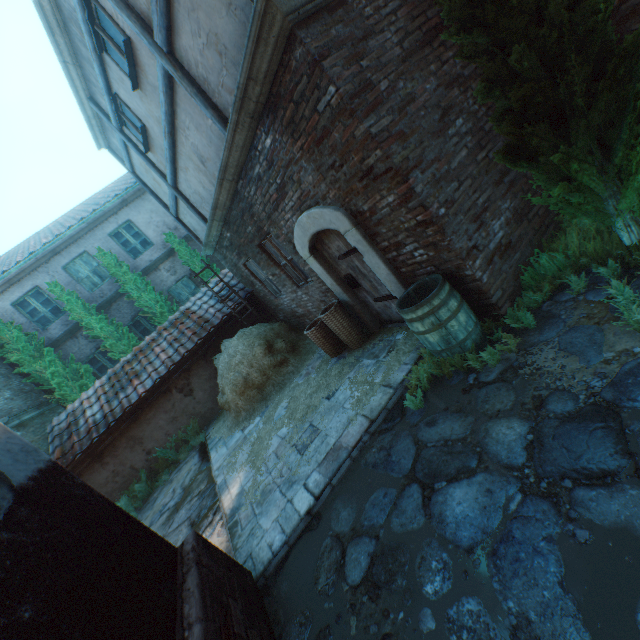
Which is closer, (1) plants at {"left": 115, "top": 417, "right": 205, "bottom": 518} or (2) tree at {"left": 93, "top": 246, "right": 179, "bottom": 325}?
(1) plants at {"left": 115, "top": 417, "right": 205, "bottom": 518}

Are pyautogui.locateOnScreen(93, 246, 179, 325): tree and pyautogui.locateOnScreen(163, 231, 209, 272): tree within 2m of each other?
yes

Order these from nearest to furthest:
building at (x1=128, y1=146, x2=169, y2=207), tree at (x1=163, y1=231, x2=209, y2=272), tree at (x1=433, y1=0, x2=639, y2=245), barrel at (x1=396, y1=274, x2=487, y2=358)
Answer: tree at (x1=433, y1=0, x2=639, y2=245)
barrel at (x1=396, y1=274, x2=487, y2=358)
building at (x1=128, y1=146, x2=169, y2=207)
tree at (x1=163, y1=231, x2=209, y2=272)

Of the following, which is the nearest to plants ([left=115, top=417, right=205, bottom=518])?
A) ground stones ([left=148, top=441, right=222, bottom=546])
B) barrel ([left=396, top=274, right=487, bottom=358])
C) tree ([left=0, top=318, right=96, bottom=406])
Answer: ground stones ([left=148, top=441, right=222, bottom=546])

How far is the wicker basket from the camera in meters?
5.8 m

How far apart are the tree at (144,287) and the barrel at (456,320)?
10.42m

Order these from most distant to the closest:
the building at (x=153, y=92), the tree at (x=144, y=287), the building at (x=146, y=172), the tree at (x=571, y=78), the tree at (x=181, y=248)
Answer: the tree at (x=181, y=248) < the tree at (x=144, y=287) < the building at (x=146, y=172) < the building at (x=153, y=92) < the tree at (x=571, y=78)

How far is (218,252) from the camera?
9.65m
